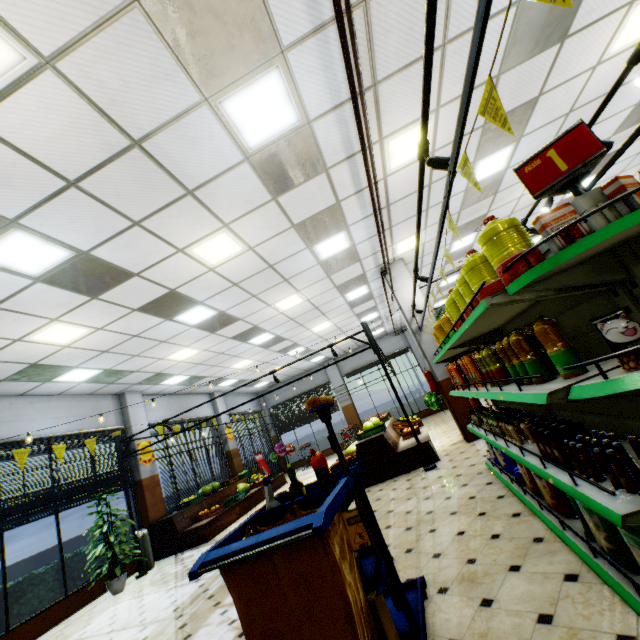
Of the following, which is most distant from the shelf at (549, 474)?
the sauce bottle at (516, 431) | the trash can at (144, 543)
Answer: the trash can at (144, 543)

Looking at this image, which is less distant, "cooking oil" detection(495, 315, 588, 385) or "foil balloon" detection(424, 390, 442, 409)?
"cooking oil" detection(495, 315, 588, 385)

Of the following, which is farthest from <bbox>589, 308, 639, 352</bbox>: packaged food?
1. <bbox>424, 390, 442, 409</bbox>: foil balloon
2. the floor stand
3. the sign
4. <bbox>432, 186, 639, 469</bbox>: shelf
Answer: <bbox>424, 390, 442, 409</bbox>: foil balloon

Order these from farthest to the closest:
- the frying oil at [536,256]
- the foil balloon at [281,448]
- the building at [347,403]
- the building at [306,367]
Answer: the building at [347,403] → the foil balloon at [281,448] → the building at [306,367] → the frying oil at [536,256]

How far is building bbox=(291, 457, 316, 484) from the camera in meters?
12.3 m

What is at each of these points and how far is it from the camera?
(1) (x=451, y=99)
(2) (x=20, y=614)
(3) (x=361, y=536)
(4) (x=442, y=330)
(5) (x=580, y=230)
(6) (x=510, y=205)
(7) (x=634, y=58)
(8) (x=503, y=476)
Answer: (1) building, 4.5 meters
(2) hedge, 6.4 meters
(3) floor stand, 3.5 meters
(4) cooking oil, 4.6 meters
(5) boxed food, 1.5 meters
(6) building, 8.6 meters
(7) light truss, 2.6 meters
(8) shelf, 4.3 meters

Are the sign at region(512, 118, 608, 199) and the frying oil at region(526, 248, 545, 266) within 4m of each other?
yes

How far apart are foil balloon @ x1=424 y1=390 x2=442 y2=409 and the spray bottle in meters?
7.2
